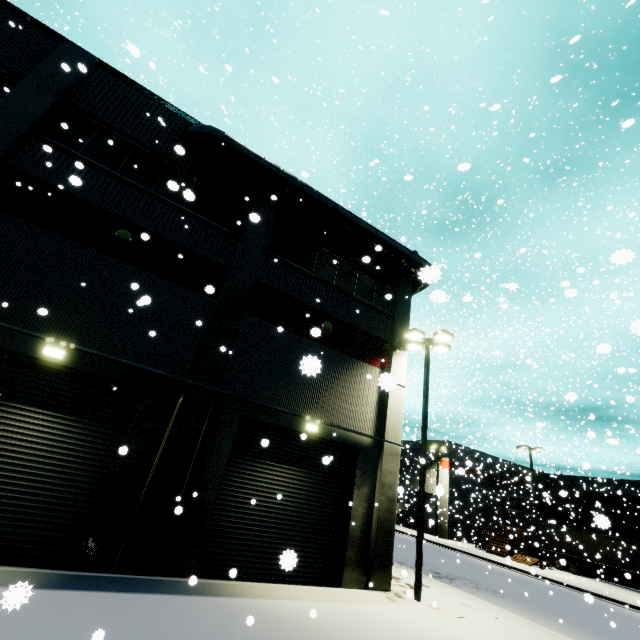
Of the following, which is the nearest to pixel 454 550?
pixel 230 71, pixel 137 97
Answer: pixel 230 71

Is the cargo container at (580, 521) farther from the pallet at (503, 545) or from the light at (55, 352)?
the light at (55, 352)

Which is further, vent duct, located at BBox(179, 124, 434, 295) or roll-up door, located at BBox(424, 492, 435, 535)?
roll-up door, located at BBox(424, 492, 435, 535)

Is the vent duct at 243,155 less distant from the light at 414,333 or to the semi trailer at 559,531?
the semi trailer at 559,531

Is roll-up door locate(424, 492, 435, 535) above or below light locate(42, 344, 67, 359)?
below

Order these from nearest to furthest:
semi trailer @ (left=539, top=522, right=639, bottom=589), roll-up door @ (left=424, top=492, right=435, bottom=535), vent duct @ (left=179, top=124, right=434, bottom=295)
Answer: vent duct @ (left=179, top=124, right=434, bottom=295)
roll-up door @ (left=424, top=492, right=435, bottom=535)
semi trailer @ (left=539, top=522, right=639, bottom=589)

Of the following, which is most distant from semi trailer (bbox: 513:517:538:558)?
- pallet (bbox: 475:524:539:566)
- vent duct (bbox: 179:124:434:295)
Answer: pallet (bbox: 475:524:539:566)

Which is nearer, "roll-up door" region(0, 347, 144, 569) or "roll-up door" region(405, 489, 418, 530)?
"roll-up door" region(0, 347, 144, 569)
